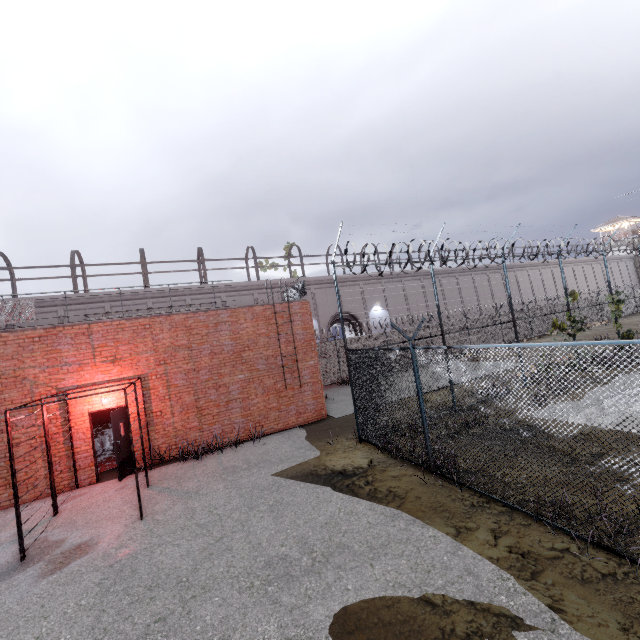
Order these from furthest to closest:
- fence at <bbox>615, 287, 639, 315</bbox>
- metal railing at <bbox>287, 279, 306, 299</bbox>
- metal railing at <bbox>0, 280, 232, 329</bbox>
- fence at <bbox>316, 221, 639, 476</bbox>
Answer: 1. fence at <bbox>615, 287, 639, 315</bbox>
2. metal railing at <bbox>287, 279, 306, 299</bbox>
3. metal railing at <bbox>0, 280, 232, 329</bbox>
4. fence at <bbox>316, 221, 639, 476</bbox>

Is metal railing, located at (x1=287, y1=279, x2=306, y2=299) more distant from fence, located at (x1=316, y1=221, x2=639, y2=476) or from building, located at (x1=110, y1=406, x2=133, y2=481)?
building, located at (x1=110, y1=406, x2=133, y2=481)

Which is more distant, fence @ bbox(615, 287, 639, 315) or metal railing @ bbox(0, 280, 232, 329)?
fence @ bbox(615, 287, 639, 315)

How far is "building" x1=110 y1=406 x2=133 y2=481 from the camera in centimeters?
965cm

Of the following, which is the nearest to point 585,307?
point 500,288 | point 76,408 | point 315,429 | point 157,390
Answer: point 315,429

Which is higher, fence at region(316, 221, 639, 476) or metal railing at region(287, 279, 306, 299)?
metal railing at region(287, 279, 306, 299)

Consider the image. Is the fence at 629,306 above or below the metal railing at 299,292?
below

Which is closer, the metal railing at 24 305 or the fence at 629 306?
the metal railing at 24 305
